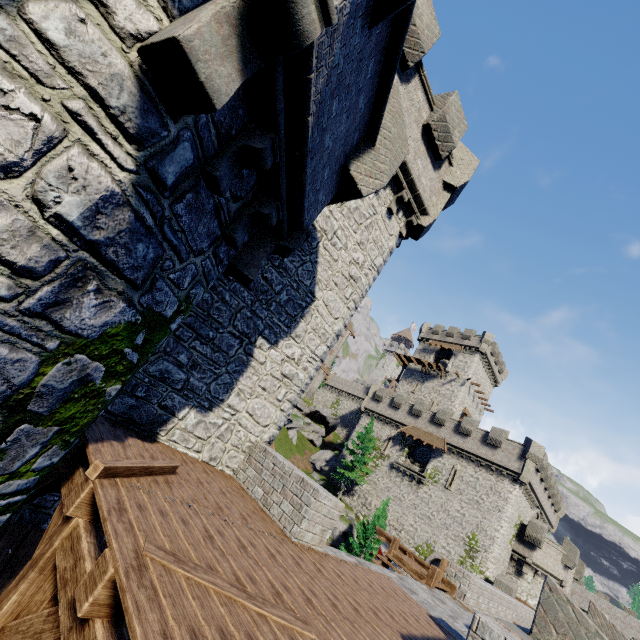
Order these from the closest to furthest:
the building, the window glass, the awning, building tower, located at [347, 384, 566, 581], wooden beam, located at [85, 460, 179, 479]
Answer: wooden beam, located at [85, 460, 179, 479], the awning, building tower, located at [347, 384, 566, 581], the window glass, the building

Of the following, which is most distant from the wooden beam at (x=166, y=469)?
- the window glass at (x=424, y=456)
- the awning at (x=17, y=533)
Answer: the window glass at (x=424, y=456)

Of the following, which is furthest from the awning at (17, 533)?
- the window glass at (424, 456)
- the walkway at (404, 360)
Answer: the walkway at (404, 360)

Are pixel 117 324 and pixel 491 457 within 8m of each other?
no

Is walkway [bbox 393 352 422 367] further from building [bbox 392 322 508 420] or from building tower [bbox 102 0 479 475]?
building tower [bbox 102 0 479 475]

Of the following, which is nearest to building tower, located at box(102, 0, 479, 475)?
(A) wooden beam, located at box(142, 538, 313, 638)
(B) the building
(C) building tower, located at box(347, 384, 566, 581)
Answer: (A) wooden beam, located at box(142, 538, 313, 638)

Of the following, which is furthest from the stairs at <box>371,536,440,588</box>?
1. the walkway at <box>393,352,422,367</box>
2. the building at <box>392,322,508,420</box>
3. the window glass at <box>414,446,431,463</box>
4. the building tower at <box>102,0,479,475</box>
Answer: the walkway at <box>393,352,422,367</box>

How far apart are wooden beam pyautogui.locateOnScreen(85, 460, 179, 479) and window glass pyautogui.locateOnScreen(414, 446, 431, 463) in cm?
3739
